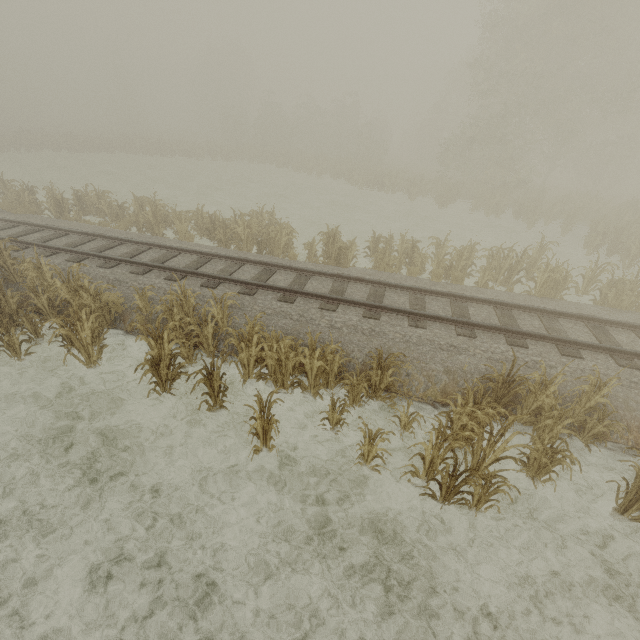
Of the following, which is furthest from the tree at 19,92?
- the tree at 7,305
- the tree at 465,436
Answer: the tree at 465,436

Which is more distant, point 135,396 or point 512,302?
point 512,302

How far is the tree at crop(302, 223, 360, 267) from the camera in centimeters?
1234cm

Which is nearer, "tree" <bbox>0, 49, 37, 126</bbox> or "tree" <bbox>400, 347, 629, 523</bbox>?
"tree" <bbox>400, 347, 629, 523</bbox>

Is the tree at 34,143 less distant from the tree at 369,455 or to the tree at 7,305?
the tree at 7,305

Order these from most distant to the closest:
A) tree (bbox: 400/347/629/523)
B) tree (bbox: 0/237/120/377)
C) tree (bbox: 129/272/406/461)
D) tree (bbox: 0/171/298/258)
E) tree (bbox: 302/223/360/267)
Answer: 1. tree (bbox: 0/171/298/258)
2. tree (bbox: 302/223/360/267)
3. tree (bbox: 0/237/120/377)
4. tree (bbox: 129/272/406/461)
5. tree (bbox: 400/347/629/523)

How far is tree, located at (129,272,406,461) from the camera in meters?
6.1 m

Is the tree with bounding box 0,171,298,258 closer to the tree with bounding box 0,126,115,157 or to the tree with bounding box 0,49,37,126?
the tree with bounding box 0,126,115,157
